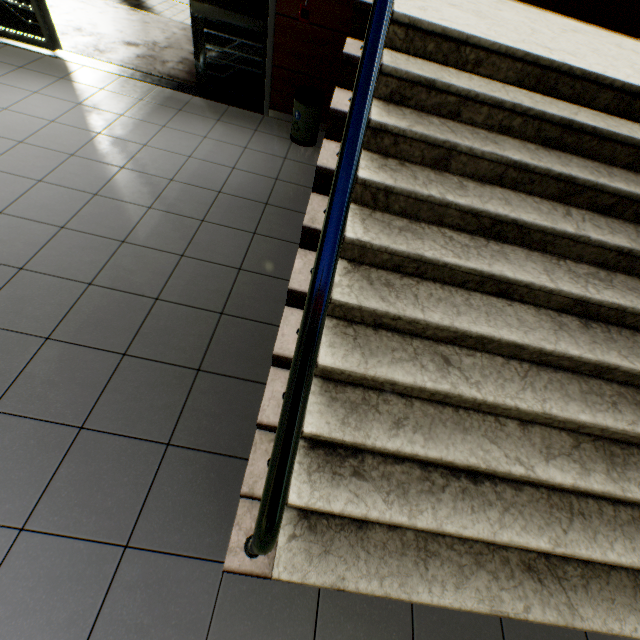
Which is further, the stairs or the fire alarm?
the fire alarm

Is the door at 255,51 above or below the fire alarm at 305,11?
below

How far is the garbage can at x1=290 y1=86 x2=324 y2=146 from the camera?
3.9m

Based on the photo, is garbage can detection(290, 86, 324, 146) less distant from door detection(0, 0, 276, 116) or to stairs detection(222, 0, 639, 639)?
door detection(0, 0, 276, 116)

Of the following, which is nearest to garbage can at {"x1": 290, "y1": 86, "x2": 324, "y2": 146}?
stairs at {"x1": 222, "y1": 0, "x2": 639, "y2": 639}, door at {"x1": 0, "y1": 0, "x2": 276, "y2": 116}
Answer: door at {"x1": 0, "y1": 0, "x2": 276, "y2": 116}

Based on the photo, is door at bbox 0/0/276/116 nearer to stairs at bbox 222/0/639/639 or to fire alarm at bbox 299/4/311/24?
fire alarm at bbox 299/4/311/24

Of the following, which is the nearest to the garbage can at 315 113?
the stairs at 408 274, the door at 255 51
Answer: the door at 255 51

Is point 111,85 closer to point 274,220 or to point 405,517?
point 274,220
